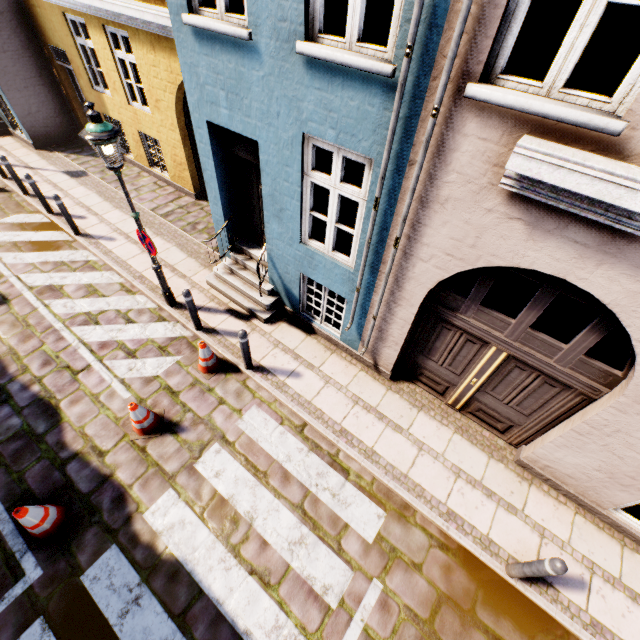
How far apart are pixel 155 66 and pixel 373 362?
8.7m

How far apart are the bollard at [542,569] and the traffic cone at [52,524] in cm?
612

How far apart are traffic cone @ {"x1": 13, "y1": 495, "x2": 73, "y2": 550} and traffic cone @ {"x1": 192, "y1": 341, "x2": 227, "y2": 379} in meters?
2.6

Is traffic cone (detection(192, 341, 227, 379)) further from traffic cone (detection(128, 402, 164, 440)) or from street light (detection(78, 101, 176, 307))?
street light (detection(78, 101, 176, 307))

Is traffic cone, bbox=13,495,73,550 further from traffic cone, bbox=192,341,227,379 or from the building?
the building

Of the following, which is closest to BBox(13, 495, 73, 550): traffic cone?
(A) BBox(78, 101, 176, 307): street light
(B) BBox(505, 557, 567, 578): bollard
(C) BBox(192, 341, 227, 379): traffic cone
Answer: (C) BBox(192, 341, 227, 379): traffic cone

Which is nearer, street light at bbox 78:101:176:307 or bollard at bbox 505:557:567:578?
bollard at bbox 505:557:567:578

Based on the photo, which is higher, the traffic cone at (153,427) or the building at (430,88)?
the building at (430,88)
